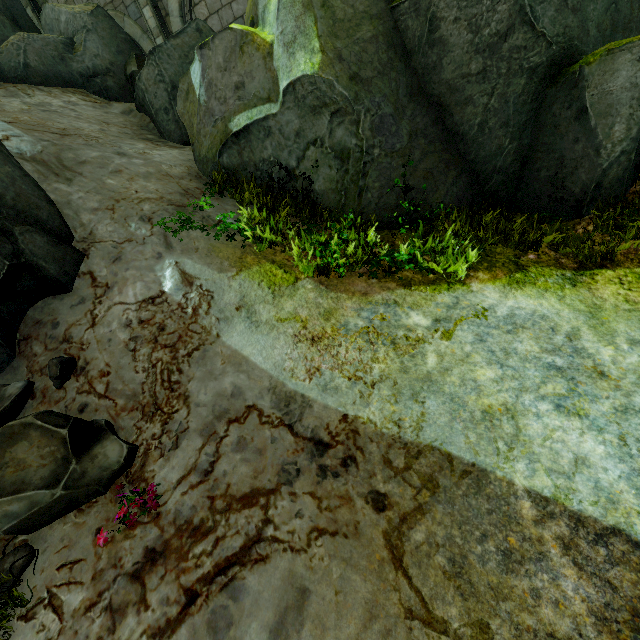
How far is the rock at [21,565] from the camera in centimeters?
294cm

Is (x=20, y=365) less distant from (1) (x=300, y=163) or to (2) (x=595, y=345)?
(1) (x=300, y=163)

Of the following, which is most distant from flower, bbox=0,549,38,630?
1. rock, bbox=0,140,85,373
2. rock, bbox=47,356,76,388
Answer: rock, bbox=47,356,76,388

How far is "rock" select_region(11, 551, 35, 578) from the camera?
2.9 meters

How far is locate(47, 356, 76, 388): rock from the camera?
4.0 meters

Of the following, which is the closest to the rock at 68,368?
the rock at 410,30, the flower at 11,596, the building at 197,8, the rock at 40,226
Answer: the rock at 40,226

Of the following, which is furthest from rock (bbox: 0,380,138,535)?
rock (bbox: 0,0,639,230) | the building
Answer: rock (bbox: 0,0,639,230)

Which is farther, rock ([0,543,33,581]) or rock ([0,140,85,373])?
rock ([0,140,85,373])
